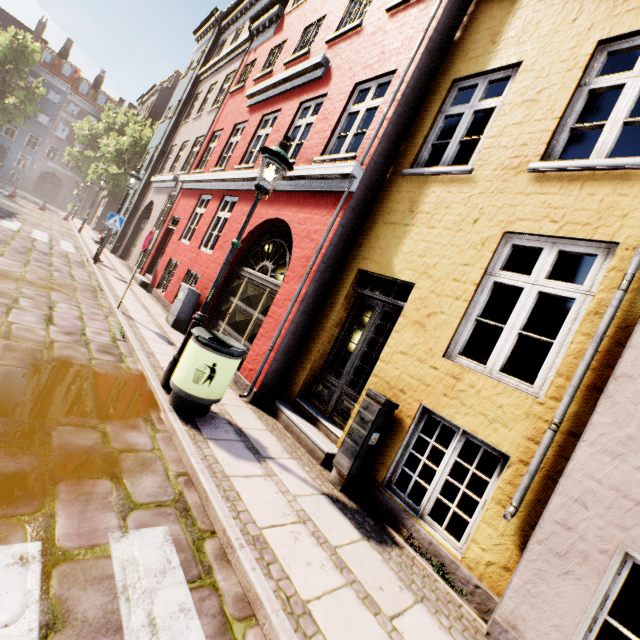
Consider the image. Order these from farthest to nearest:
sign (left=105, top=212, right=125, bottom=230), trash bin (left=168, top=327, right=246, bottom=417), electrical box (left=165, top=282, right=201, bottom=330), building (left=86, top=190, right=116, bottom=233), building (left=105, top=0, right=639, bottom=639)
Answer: building (left=86, top=190, right=116, bottom=233) → sign (left=105, top=212, right=125, bottom=230) → electrical box (left=165, top=282, right=201, bottom=330) → trash bin (left=168, top=327, right=246, bottom=417) → building (left=105, top=0, right=639, bottom=639)

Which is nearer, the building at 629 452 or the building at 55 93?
the building at 629 452

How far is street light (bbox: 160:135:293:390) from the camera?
4.31m

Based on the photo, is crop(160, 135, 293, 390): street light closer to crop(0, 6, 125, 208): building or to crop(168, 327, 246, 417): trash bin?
crop(168, 327, 246, 417): trash bin

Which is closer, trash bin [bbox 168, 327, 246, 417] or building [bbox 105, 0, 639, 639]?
building [bbox 105, 0, 639, 639]

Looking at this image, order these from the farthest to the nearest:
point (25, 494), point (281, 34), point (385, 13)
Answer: point (281, 34) < point (385, 13) < point (25, 494)

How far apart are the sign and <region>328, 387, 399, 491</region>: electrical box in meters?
11.5

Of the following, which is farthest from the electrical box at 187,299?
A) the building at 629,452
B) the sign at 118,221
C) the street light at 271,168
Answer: the sign at 118,221
